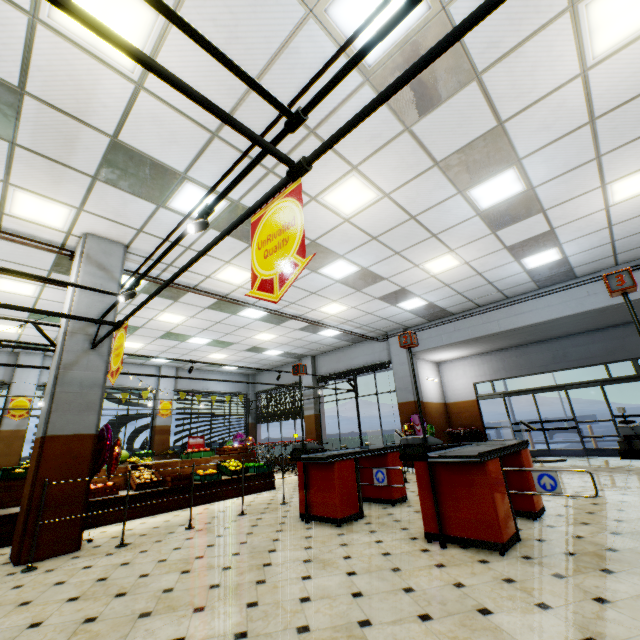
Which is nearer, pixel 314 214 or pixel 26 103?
pixel 26 103

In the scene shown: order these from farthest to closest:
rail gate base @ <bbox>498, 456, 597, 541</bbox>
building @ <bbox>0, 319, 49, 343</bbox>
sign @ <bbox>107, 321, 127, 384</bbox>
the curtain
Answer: the curtain < building @ <bbox>0, 319, 49, 343</bbox> < sign @ <bbox>107, 321, 127, 384</bbox> < rail gate base @ <bbox>498, 456, 597, 541</bbox>

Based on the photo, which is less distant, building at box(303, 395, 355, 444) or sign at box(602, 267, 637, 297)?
sign at box(602, 267, 637, 297)

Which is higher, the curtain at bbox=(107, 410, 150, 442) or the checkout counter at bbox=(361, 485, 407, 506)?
the curtain at bbox=(107, 410, 150, 442)

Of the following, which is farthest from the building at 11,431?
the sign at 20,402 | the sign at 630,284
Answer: the sign at 630,284

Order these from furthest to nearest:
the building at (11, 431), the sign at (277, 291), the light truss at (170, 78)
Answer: the building at (11, 431)
the sign at (277, 291)
the light truss at (170, 78)

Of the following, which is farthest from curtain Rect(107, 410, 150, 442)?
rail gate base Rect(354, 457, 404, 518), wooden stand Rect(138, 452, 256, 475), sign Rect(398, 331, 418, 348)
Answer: sign Rect(398, 331, 418, 348)

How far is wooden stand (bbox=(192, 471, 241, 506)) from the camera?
7.2 meters
